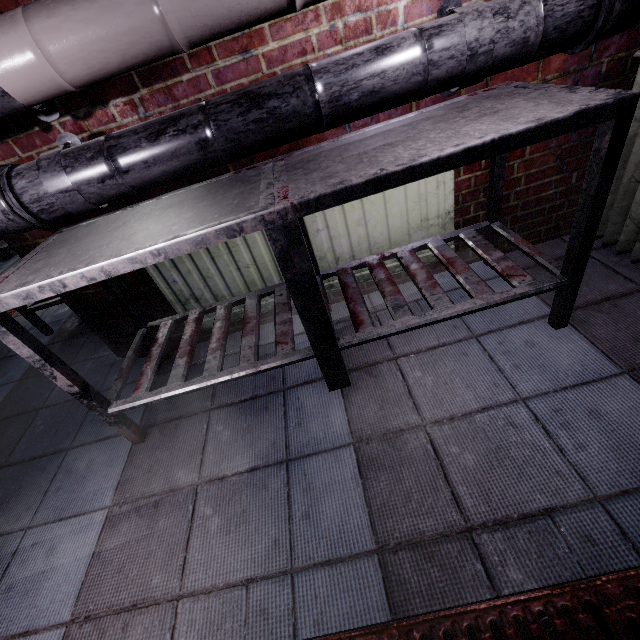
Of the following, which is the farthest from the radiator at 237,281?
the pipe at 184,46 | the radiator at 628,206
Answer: the radiator at 628,206

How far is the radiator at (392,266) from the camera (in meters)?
1.76

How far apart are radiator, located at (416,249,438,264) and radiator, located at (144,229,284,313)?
0.1 meters

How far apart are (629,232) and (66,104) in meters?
2.4 m

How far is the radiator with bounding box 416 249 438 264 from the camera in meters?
1.8 m

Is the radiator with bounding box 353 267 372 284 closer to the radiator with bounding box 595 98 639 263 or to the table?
the table

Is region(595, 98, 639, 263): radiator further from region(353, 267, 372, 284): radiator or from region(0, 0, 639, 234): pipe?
region(353, 267, 372, 284): radiator
